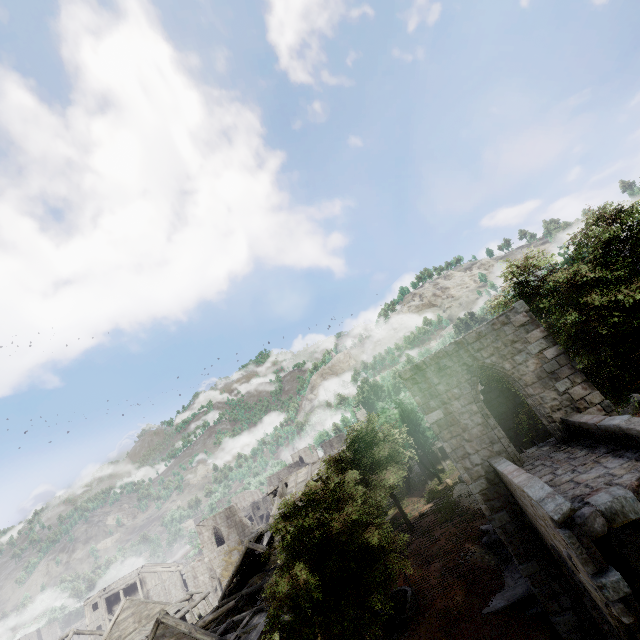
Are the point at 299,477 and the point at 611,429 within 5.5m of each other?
no

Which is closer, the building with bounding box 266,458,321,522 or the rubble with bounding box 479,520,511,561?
the rubble with bounding box 479,520,511,561

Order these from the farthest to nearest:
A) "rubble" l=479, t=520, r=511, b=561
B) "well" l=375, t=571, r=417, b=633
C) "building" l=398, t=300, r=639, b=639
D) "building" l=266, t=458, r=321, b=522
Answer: "building" l=266, t=458, r=321, b=522
"rubble" l=479, t=520, r=511, b=561
"well" l=375, t=571, r=417, b=633
"building" l=398, t=300, r=639, b=639

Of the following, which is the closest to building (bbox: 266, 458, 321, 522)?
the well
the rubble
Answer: the rubble

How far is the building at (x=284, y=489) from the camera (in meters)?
36.06

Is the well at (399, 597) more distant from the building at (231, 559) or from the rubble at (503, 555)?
the rubble at (503, 555)

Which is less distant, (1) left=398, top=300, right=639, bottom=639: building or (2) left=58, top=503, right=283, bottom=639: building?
(1) left=398, top=300, right=639, bottom=639: building
